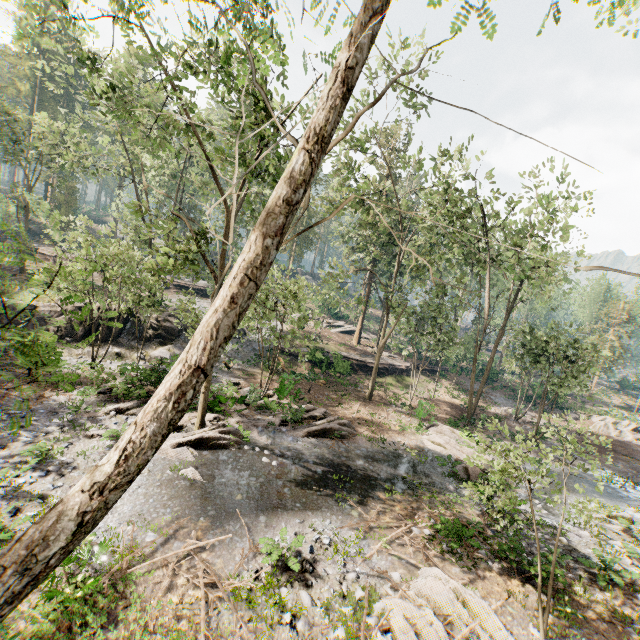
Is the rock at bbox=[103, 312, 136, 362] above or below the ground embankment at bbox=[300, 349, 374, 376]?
below

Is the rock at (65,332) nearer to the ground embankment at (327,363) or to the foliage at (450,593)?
the foliage at (450,593)

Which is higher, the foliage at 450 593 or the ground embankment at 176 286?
the ground embankment at 176 286

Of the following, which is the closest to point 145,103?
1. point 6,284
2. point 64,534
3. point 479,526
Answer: point 6,284

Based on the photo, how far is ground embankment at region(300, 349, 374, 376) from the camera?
29.3m

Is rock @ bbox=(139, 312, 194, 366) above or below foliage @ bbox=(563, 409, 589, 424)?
below

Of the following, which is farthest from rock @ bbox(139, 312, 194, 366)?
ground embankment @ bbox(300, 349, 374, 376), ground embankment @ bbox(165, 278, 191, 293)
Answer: ground embankment @ bbox(165, 278, 191, 293)

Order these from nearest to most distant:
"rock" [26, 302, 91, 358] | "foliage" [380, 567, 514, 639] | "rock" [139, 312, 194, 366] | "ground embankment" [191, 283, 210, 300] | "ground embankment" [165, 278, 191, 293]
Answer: "foliage" [380, 567, 514, 639] → "rock" [26, 302, 91, 358] → "rock" [139, 312, 194, 366] → "ground embankment" [165, 278, 191, 293] → "ground embankment" [191, 283, 210, 300]
